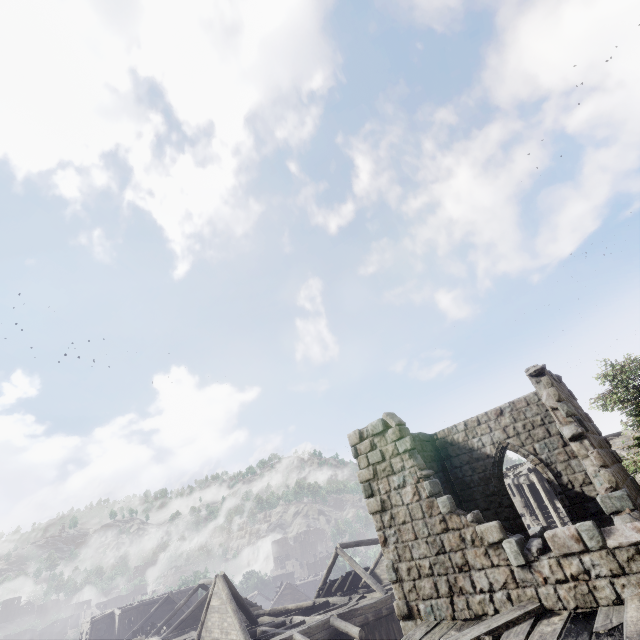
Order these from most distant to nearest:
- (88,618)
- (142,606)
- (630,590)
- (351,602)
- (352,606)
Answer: (142,606) < (88,618) < (351,602) < (352,606) < (630,590)

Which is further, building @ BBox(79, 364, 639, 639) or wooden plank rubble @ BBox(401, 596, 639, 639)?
building @ BBox(79, 364, 639, 639)

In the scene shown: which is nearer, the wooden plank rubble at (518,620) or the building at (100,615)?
the wooden plank rubble at (518,620)
